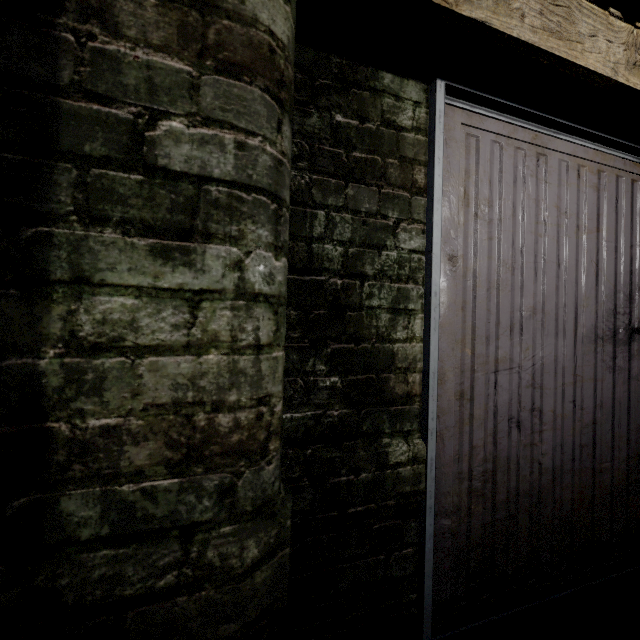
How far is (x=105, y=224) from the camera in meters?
0.5 m
